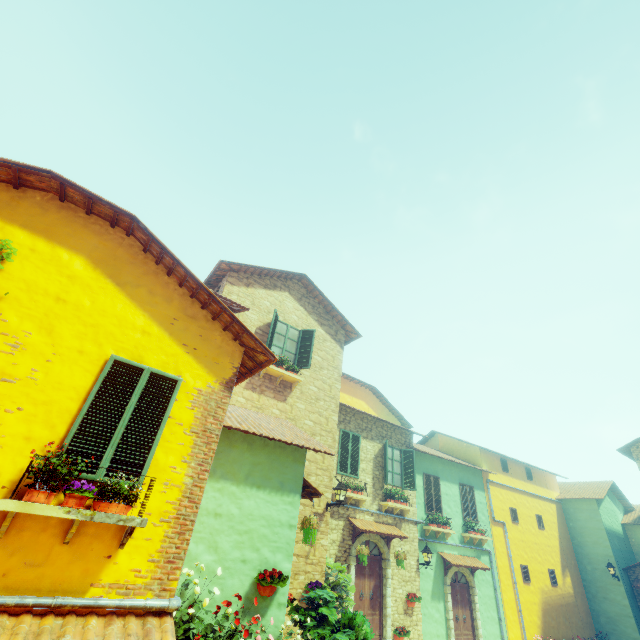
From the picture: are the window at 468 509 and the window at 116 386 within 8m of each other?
no

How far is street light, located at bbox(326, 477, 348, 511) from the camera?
9.7 meters

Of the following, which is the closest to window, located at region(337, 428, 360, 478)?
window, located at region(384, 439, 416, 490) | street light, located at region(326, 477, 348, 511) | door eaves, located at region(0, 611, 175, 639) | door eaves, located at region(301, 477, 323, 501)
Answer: window, located at region(384, 439, 416, 490)

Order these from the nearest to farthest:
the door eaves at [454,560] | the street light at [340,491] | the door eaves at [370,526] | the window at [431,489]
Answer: the street light at [340,491]
the door eaves at [370,526]
the door eaves at [454,560]
the window at [431,489]

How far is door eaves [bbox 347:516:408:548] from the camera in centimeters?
1114cm

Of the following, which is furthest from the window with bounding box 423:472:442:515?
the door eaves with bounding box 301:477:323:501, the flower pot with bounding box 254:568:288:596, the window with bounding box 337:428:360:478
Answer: the flower pot with bounding box 254:568:288:596

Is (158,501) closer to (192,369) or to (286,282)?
(192,369)

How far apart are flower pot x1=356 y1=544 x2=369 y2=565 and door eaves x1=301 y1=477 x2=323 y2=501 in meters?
3.7 m
